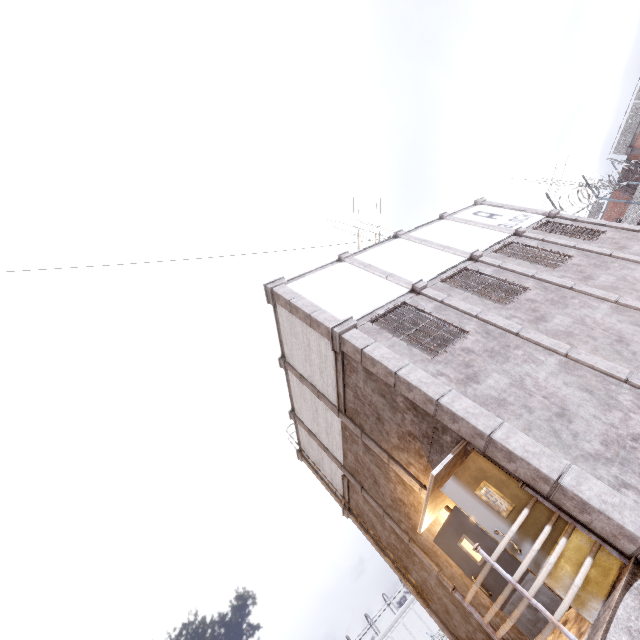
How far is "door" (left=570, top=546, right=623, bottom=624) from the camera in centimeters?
406cm

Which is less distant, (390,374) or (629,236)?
(390,374)

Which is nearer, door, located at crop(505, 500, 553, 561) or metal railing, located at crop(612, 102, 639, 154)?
door, located at crop(505, 500, 553, 561)

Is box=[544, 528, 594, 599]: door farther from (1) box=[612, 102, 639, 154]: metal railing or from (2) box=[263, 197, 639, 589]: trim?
(1) box=[612, 102, 639, 154]: metal railing

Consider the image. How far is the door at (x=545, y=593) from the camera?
5.57m

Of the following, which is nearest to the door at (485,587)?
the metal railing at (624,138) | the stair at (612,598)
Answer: the stair at (612,598)

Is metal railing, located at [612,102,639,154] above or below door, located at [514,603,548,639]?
above
